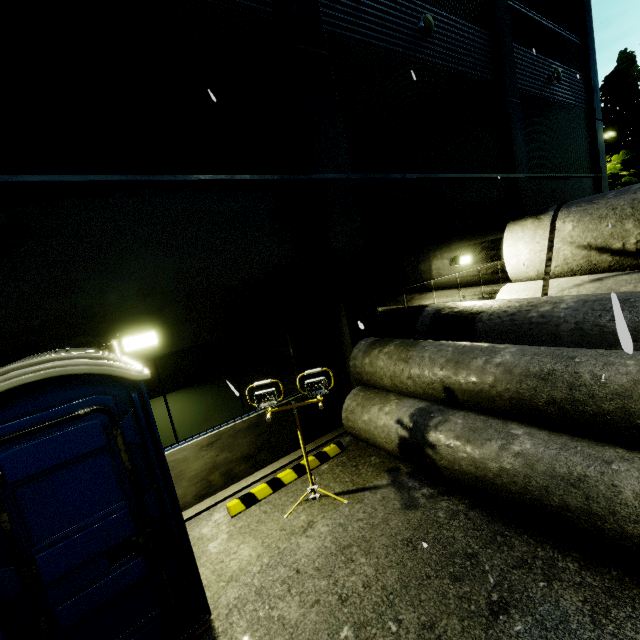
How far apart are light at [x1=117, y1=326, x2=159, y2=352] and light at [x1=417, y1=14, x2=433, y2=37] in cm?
955

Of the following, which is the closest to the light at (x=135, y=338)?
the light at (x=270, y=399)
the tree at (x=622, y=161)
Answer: the light at (x=270, y=399)

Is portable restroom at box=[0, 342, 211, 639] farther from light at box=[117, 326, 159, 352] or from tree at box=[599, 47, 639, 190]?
tree at box=[599, 47, 639, 190]

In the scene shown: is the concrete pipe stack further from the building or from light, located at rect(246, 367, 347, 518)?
light, located at rect(246, 367, 347, 518)

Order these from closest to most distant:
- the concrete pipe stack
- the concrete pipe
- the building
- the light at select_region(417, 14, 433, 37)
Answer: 1. the concrete pipe
2. the building
3. the concrete pipe stack
4. the light at select_region(417, 14, 433, 37)

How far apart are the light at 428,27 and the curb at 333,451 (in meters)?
10.03

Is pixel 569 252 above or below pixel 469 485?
above

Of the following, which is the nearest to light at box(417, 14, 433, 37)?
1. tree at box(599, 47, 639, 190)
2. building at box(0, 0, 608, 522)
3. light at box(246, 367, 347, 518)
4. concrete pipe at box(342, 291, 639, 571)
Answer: building at box(0, 0, 608, 522)
